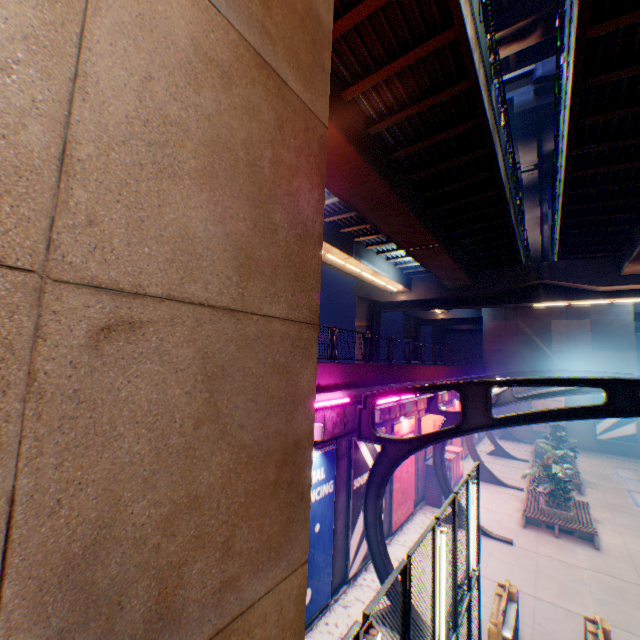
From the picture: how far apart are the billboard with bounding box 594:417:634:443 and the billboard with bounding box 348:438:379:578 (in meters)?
27.32

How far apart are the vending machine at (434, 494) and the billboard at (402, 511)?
1.6m

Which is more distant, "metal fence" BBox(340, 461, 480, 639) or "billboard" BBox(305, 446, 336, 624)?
"billboard" BBox(305, 446, 336, 624)

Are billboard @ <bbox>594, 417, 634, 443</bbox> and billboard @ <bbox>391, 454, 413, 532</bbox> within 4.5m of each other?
no

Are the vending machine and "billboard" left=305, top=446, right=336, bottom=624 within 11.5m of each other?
yes

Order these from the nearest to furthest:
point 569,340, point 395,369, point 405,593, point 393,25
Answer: point 405,593, point 393,25, point 395,369, point 569,340

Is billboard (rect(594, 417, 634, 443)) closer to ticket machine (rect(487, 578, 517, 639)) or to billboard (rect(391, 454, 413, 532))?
billboard (rect(391, 454, 413, 532))

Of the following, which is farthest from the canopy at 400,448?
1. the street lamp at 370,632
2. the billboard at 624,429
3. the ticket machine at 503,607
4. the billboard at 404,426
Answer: the street lamp at 370,632
